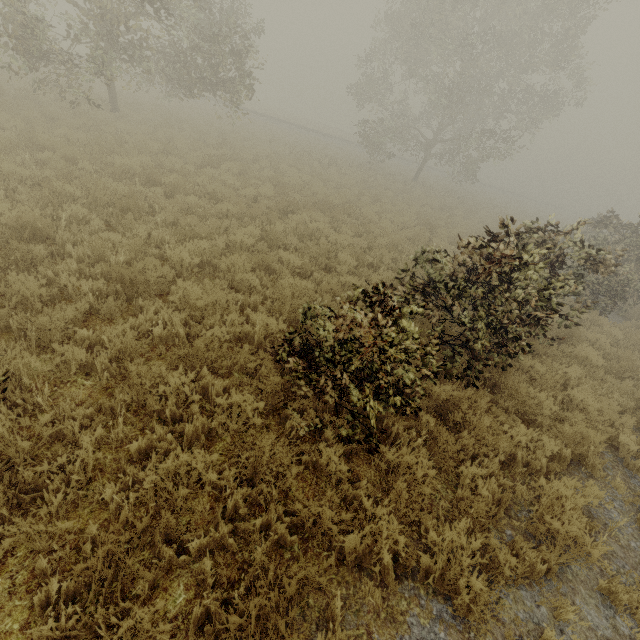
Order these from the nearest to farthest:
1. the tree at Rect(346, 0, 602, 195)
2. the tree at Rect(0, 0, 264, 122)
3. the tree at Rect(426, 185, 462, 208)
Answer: the tree at Rect(0, 0, 264, 122) → the tree at Rect(346, 0, 602, 195) → the tree at Rect(426, 185, 462, 208)

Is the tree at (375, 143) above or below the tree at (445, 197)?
above

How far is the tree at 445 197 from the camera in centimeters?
2363cm

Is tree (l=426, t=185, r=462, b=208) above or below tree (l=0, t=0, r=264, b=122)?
below

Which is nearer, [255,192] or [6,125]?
[6,125]

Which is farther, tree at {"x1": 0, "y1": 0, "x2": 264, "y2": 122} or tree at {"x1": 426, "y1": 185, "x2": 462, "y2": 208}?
tree at {"x1": 426, "y1": 185, "x2": 462, "y2": 208}

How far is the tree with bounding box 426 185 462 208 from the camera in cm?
2363
